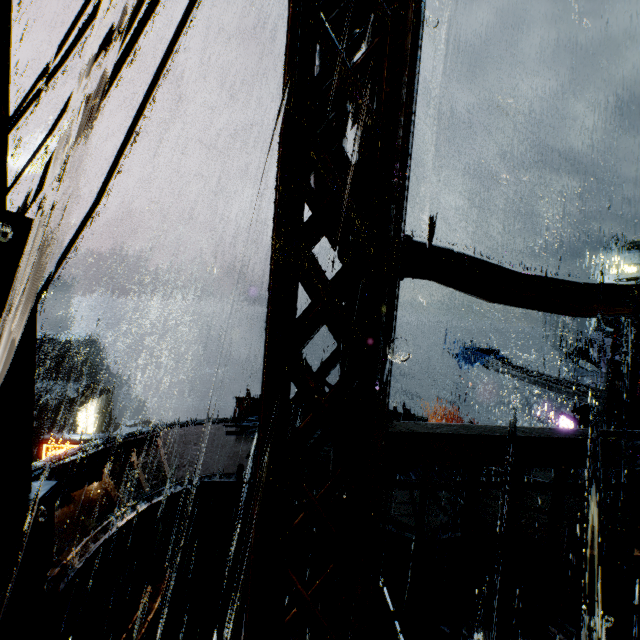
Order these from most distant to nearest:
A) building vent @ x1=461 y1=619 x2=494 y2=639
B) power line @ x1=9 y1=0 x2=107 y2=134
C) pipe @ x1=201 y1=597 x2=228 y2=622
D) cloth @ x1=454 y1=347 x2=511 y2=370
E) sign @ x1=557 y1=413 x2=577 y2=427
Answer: cloth @ x1=454 y1=347 x2=511 y2=370 < sign @ x1=557 y1=413 x2=577 y2=427 < pipe @ x1=201 y1=597 x2=228 y2=622 < building vent @ x1=461 y1=619 x2=494 y2=639 < power line @ x1=9 y1=0 x2=107 y2=134

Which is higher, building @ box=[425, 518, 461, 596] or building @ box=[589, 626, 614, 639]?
building @ box=[425, 518, 461, 596]

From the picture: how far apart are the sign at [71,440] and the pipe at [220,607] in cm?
757

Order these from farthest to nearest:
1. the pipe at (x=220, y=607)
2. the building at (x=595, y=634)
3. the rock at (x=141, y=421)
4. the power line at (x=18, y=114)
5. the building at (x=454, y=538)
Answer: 1. the rock at (x=141, y=421)
2. the pipe at (x=220, y=607)
3. the building at (x=595, y=634)
4. the building at (x=454, y=538)
5. the power line at (x=18, y=114)

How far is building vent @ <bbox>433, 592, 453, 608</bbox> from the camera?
8.2 meters

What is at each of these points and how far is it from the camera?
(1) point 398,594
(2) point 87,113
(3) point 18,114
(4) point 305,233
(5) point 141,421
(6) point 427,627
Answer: (1) building, 9.1m
(2) power line, 1.9m
(3) power line, 3.2m
(4) building, 1.7m
(5) rock, 52.0m
(6) building vent, 7.9m

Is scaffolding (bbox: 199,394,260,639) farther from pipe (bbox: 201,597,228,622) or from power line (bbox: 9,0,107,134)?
pipe (bbox: 201,597,228,622)

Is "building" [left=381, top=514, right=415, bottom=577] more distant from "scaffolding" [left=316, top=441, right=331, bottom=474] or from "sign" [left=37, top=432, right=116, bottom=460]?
"scaffolding" [left=316, top=441, right=331, bottom=474]
